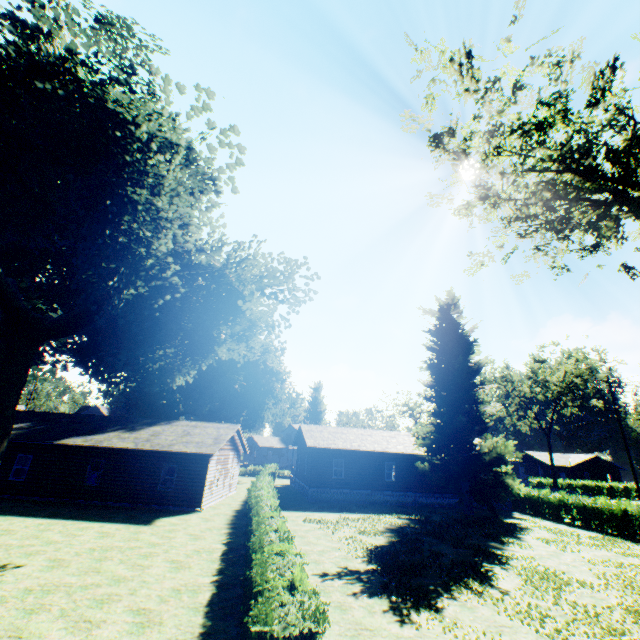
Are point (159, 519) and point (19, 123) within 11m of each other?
no

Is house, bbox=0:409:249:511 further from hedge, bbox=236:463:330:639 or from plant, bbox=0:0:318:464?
plant, bbox=0:0:318:464

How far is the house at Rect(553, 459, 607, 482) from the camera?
58.97m

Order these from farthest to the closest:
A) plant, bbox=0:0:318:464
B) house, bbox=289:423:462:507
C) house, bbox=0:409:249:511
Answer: house, bbox=289:423:462:507, house, bbox=0:409:249:511, plant, bbox=0:0:318:464

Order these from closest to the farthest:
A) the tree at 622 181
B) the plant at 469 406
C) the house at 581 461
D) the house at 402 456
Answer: the tree at 622 181, the plant at 469 406, the house at 402 456, the house at 581 461

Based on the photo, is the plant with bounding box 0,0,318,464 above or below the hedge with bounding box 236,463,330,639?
above

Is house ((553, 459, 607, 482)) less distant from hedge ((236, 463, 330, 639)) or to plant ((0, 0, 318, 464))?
plant ((0, 0, 318, 464))

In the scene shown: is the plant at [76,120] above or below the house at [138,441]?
above
